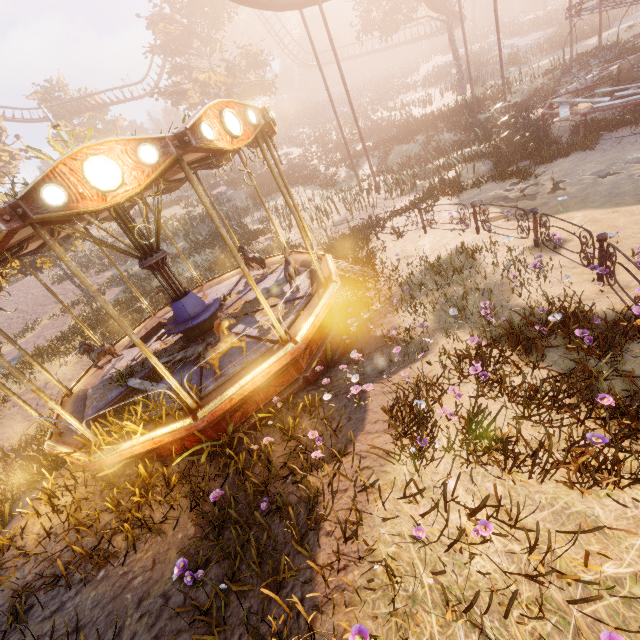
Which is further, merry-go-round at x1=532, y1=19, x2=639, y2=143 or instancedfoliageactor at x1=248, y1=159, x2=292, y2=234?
instancedfoliageactor at x1=248, y1=159, x2=292, y2=234

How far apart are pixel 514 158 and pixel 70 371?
19.5 meters

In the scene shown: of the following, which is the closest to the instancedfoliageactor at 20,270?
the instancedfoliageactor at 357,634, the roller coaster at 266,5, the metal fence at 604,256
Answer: the roller coaster at 266,5

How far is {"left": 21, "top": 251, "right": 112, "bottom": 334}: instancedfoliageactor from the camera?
14.3m

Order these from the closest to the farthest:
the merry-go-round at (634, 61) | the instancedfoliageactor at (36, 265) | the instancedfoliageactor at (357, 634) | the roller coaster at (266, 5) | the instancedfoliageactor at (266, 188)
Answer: the instancedfoliageactor at (357, 634) < the merry-go-round at (634, 61) < the roller coaster at (266, 5) < the instancedfoliageactor at (36, 265) < the instancedfoliageactor at (266, 188)

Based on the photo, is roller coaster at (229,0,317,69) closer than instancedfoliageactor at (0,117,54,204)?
No

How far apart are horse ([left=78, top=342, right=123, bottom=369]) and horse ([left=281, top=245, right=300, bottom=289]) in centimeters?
540cm

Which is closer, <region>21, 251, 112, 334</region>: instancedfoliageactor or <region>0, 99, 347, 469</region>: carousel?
<region>0, 99, 347, 469</region>: carousel
